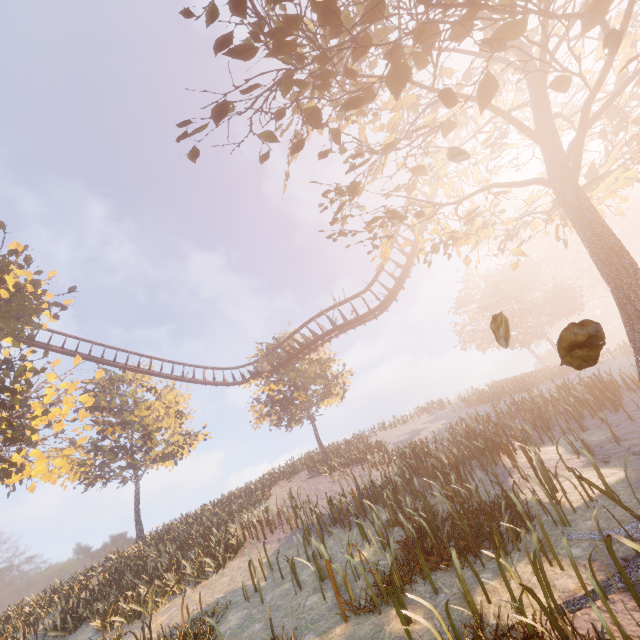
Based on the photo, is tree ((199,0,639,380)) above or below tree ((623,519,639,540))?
above

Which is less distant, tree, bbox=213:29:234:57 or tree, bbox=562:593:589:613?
tree, bbox=562:593:589:613

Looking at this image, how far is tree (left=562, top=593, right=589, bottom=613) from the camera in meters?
3.9

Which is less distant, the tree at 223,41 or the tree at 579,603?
the tree at 579,603

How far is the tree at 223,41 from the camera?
4.5 meters

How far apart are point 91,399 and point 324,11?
20.1 meters
